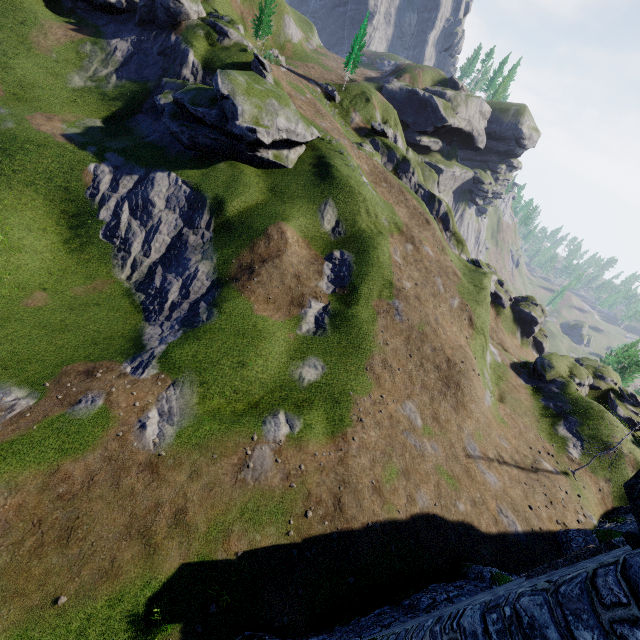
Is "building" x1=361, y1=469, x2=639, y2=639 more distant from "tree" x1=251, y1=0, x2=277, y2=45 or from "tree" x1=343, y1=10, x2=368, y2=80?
"tree" x1=343, y1=10, x2=368, y2=80

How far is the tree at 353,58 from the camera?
50.8 meters

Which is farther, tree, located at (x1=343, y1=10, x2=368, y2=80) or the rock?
tree, located at (x1=343, y1=10, x2=368, y2=80)

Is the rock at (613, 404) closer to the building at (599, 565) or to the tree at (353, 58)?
the building at (599, 565)

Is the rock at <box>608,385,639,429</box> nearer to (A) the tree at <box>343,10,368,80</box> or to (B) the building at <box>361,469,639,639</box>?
(B) the building at <box>361,469,639,639</box>

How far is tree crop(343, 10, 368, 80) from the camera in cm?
5085

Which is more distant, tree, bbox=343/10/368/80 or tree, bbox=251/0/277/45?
tree, bbox=343/10/368/80

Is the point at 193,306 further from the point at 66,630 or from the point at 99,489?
the point at 66,630
